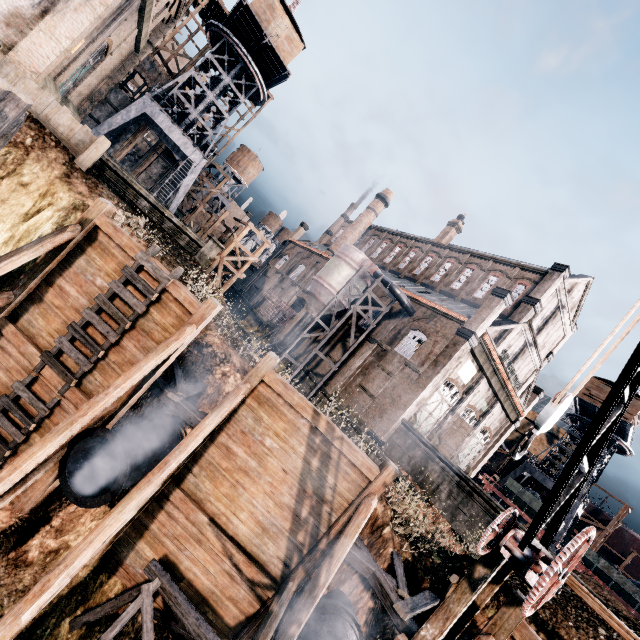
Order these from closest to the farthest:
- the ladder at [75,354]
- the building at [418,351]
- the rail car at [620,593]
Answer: the ladder at [75,354]
the rail car at [620,593]
the building at [418,351]

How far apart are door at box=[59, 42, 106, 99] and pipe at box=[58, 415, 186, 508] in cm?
2401

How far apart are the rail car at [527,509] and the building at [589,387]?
12.8m

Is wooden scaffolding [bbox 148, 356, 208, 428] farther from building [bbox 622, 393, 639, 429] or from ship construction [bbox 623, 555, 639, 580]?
ship construction [bbox 623, 555, 639, 580]

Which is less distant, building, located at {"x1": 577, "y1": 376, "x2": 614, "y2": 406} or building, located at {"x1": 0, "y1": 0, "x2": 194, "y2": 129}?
building, located at {"x1": 0, "y1": 0, "x2": 194, "y2": 129}

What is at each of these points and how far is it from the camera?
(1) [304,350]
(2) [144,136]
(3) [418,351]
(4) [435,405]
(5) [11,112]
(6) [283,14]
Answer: (1) building, 36.78m
(2) building, 57.41m
(3) building, 27.94m
(4) door, 28.14m
(5) wooden scaffolding, 7.92m
(6) building, 29.62m

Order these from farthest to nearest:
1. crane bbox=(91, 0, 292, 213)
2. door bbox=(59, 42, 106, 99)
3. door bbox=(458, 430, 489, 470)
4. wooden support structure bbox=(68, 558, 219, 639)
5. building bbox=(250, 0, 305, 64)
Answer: door bbox=(458, 430, 489, 470), crane bbox=(91, 0, 292, 213), building bbox=(250, 0, 305, 64), door bbox=(59, 42, 106, 99), wooden support structure bbox=(68, 558, 219, 639)

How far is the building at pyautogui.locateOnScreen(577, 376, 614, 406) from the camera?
34.9 meters
